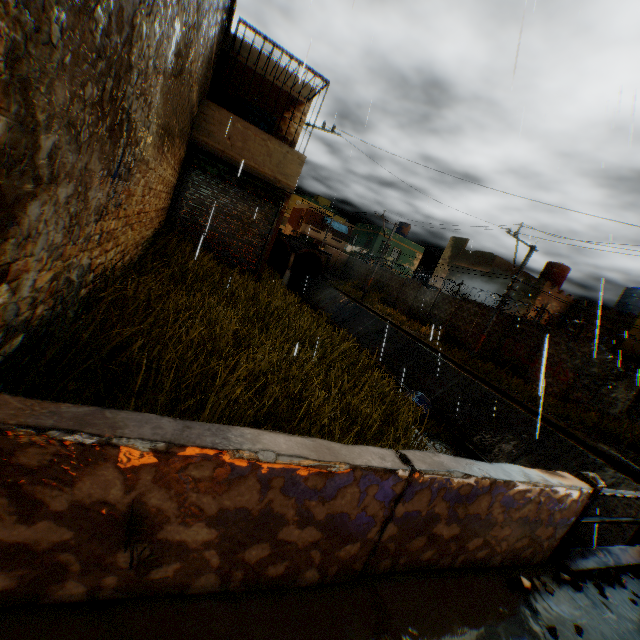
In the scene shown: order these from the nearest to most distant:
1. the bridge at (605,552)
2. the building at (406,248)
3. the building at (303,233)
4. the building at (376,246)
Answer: the bridge at (605,552) < the building at (376,246) < the building at (406,248) < the building at (303,233)

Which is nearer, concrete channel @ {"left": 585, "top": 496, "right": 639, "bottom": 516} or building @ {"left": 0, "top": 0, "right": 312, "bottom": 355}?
building @ {"left": 0, "top": 0, "right": 312, "bottom": 355}

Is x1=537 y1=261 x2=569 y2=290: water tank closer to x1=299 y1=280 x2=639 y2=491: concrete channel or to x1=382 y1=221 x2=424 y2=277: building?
x1=382 y1=221 x2=424 y2=277: building

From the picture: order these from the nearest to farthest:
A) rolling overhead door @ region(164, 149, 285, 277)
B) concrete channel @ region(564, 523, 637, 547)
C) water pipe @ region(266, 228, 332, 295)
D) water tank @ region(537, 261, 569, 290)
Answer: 1. concrete channel @ region(564, 523, 637, 547)
2. rolling overhead door @ region(164, 149, 285, 277)
3. water tank @ region(537, 261, 569, 290)
4. water pipe @ region(266, 228, 332, 295)

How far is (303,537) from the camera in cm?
191

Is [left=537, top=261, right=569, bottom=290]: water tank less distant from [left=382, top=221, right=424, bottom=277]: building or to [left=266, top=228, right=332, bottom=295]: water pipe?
[left=382, top=221, right=424, bottom=277]: building

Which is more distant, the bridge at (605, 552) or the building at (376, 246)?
the building at (376, 246)

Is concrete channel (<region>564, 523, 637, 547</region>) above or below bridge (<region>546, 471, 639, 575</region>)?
below
